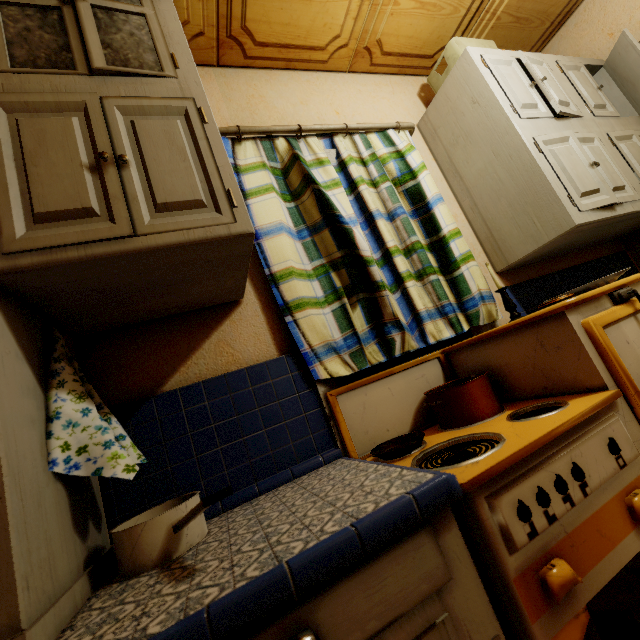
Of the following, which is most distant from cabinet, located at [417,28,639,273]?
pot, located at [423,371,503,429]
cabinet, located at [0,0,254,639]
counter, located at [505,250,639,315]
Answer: cabinet, located at [0,0,254,639]

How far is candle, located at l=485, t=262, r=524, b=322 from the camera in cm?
152

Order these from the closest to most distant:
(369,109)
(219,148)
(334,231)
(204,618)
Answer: (204,618) < (219,148) < (334,231) < (369,109)

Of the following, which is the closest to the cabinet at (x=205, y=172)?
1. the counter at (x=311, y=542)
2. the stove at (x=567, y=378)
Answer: the counter at (x=311, y=542)

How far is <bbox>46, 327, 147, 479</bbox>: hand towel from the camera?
0.8 meters

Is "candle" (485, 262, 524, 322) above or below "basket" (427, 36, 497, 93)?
below

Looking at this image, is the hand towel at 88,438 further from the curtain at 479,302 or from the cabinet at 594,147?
the cabinet at 594,147

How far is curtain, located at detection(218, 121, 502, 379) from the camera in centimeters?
138cm
